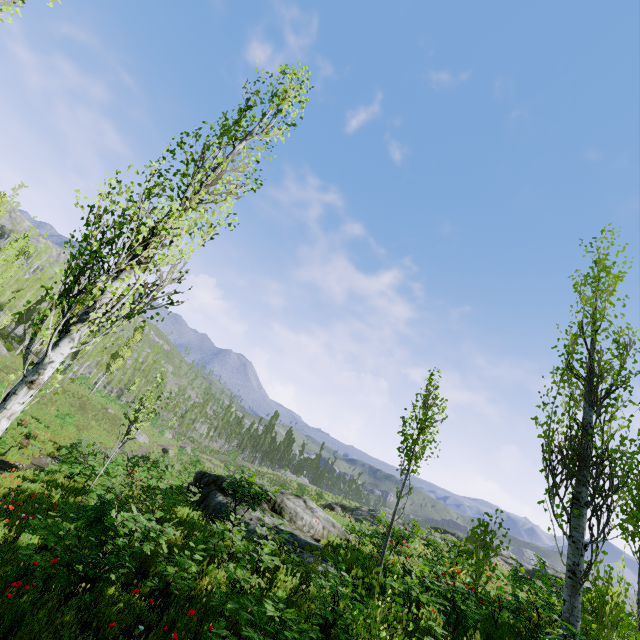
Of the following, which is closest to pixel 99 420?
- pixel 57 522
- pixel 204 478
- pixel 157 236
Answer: pixel 204 478

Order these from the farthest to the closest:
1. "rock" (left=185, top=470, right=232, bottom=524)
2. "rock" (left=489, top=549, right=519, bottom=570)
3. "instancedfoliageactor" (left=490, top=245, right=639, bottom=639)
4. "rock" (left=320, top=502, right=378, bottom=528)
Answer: "rock" (left=320, top=502, right=378, bottom=528)
"rock" (left=489, top=549, right=519, bottom=570)
"rock" (left=185, top=470, right=232, bottom=524)
"instancedfoliageactor" (left=490, top=245, right=639, bottom=639)

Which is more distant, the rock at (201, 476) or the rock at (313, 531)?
the rock at (201, 476)

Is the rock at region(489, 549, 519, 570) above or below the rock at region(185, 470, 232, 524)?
above

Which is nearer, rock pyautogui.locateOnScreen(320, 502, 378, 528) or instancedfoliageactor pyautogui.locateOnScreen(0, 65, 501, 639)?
instancedfoliageactor pyautogui.locateOnScreen(0, 65, 501, 639)

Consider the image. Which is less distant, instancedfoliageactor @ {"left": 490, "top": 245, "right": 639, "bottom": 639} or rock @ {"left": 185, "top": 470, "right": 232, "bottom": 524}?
instancedfoliageactor @ {"left": 490, "top": 245, "right": 639, "bottom": 639}

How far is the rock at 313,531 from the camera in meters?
10.2

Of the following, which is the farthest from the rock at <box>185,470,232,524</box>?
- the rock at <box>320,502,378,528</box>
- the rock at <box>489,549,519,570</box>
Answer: the rock at <box>489,549,519,570</box>
